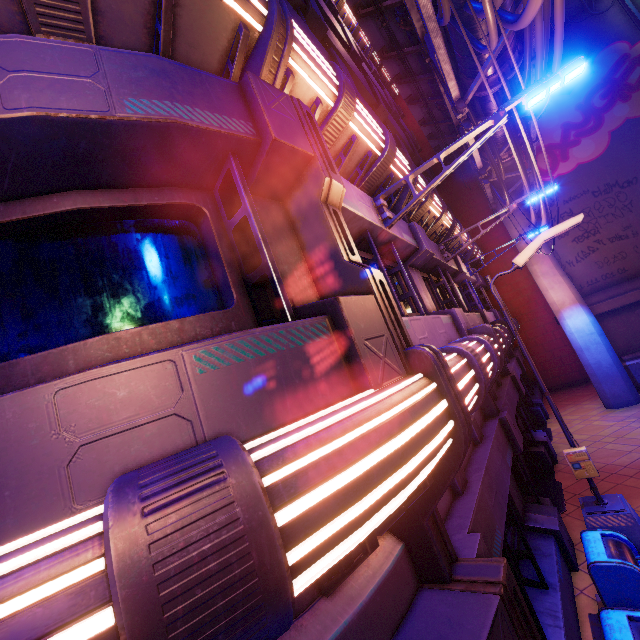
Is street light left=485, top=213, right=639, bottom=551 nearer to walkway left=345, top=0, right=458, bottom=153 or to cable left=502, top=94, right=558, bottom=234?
cable left=502, top=94, right=558, bottom=234

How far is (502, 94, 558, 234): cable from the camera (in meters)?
5.39

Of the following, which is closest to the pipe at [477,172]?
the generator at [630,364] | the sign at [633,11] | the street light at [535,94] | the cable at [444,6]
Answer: the cable at [444,6]

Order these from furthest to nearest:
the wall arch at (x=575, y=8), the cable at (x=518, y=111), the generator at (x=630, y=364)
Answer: the wall arch at (x=575, y=8)
the generator at (x=630, y=364)
the cable at (x=518, y=111)

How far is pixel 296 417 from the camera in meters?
2.0

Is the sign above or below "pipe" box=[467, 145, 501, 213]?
above

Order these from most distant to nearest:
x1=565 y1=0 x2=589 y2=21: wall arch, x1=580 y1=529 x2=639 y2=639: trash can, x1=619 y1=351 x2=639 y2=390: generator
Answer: x1=565 y1=0 x2=589 y2=21: wall arch → x1=619 y1=351 x2=639 y2=390: generator → x1=580 y1=529 x2=639 y2=639: trash can

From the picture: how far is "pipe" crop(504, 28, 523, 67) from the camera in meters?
7.1 m
